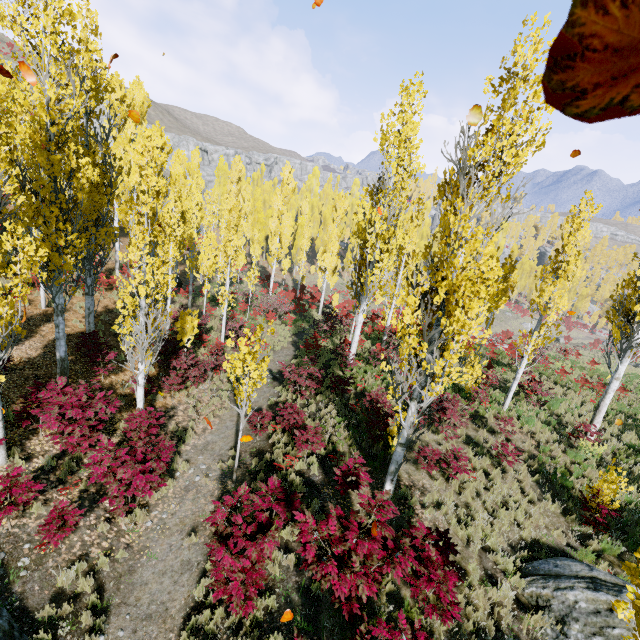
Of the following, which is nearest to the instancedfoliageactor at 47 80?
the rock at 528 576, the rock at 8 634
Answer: the rock at 528 576

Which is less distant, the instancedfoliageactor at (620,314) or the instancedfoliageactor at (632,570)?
the instancedfoliageactor at (632,570)

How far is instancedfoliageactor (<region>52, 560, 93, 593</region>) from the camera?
6.5 meters

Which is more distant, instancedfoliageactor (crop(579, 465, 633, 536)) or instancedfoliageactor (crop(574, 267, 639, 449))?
instancedfoliageactor (crop(574, 267, 639, 449))

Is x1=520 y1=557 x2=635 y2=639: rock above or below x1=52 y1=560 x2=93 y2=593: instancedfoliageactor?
above

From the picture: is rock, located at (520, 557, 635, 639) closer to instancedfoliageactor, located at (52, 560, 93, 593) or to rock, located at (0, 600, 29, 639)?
instancedfoliageactor, located at (52, 560, 93, 593)

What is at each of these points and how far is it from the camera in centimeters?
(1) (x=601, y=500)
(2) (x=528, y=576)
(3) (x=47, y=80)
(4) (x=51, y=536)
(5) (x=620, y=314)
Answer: (1) instancedfoliageactor, 866cm
(2) rock, 713cm
(3) instancedfoliageactor, 812cm
(4) instancedfoliageactor, 640cm
(5) instancedfoliageactor, 1112cm
